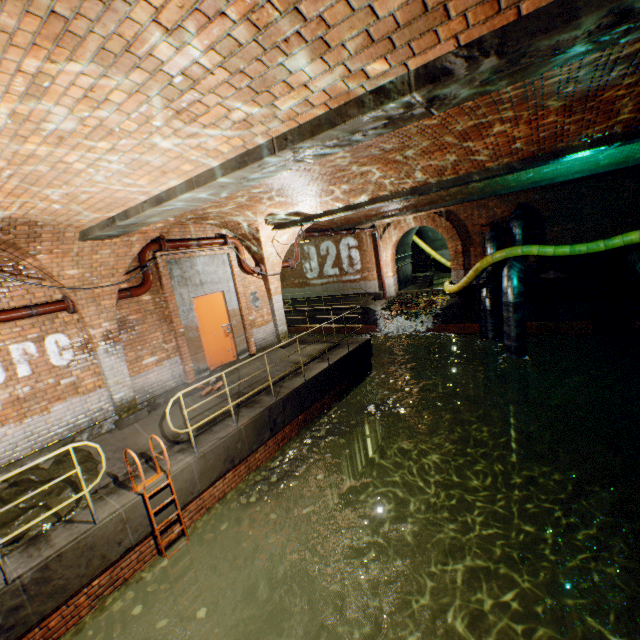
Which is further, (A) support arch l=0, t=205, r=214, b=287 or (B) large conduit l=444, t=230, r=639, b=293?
(B) large conduit l=444, t=230, r=639, b=293

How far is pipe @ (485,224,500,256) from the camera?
14.1m

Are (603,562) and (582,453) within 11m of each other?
yes

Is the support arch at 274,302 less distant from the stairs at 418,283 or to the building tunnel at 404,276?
the building tunnel at 404,276

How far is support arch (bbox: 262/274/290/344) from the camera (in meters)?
10.78

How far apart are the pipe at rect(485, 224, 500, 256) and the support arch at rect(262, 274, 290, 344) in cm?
669

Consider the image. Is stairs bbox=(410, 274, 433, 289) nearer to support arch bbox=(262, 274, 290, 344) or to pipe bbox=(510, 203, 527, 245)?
pipe bbox=(510, 203, 527, 245)

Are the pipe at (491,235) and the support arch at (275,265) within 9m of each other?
yes
